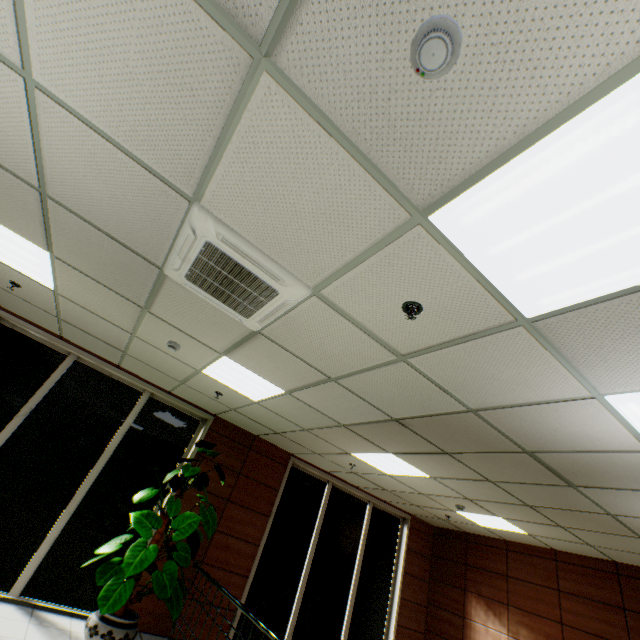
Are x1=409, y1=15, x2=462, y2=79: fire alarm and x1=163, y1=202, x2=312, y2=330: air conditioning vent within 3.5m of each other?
yes

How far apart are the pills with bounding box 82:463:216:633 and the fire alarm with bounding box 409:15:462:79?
5.26m

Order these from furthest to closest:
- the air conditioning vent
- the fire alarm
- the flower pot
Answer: the flower pot, the air conditioning vent, the fire alarm

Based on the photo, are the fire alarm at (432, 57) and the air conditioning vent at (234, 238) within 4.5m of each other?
yes

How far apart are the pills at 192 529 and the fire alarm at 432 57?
5.3m

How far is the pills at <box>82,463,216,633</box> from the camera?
3.93m

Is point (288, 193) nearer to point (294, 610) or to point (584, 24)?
point (584, 24)

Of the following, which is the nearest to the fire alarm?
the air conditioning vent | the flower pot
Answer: the air conditioning vent
